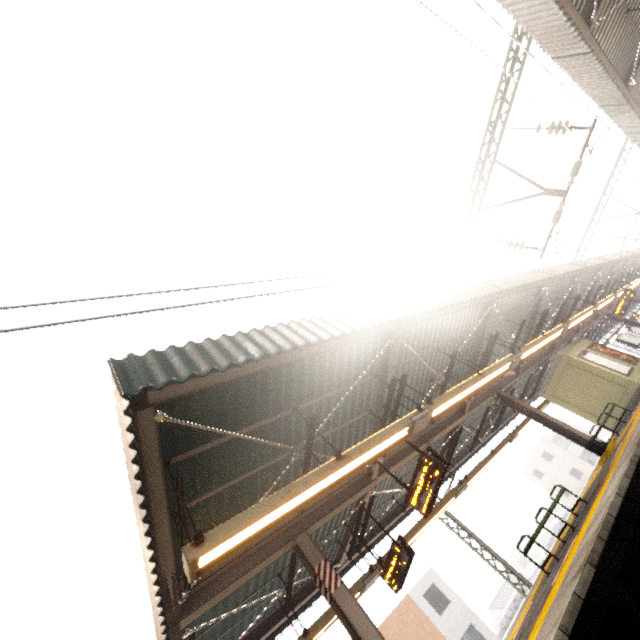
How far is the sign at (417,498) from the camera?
6.45m

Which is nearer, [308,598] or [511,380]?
[308,598]

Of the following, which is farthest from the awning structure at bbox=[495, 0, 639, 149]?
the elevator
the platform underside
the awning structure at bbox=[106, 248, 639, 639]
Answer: the elevator

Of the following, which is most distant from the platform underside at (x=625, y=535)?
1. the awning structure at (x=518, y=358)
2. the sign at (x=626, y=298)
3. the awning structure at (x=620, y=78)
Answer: the awning structure at (x=620, y=78)

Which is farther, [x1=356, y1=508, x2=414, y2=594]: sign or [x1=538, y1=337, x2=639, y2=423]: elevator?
[x1=538, y1=337, x2=639, y2=423]: elevator

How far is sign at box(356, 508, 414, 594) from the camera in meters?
7.6

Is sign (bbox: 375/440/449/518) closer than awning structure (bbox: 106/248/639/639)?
No

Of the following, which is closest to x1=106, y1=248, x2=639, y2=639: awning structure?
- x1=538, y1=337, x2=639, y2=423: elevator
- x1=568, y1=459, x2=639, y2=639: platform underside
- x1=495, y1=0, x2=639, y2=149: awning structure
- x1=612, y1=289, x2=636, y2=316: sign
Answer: x1=612, y1=289, x2=636, y2=316: sign
